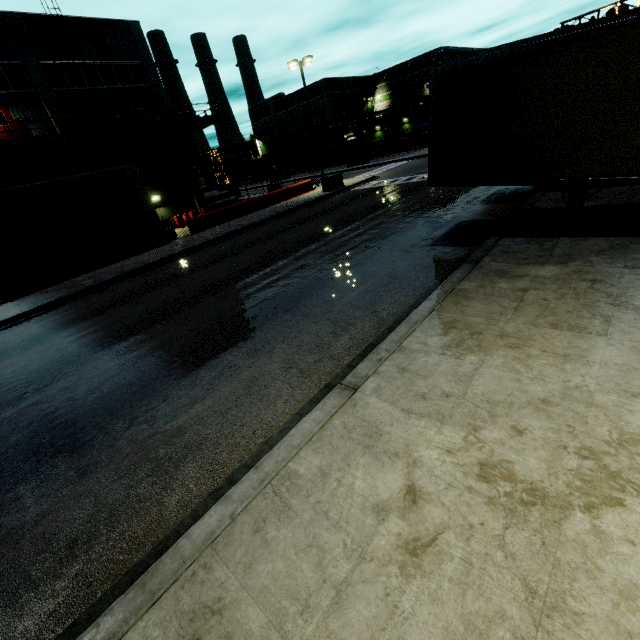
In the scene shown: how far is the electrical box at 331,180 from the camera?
26.5 meters

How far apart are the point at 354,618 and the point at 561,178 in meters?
9.0 m

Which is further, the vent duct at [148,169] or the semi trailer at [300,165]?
the semi trailer at [300,165]

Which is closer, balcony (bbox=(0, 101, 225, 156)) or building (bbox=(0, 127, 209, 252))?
building (bbox=(0, 127, 209, 252))

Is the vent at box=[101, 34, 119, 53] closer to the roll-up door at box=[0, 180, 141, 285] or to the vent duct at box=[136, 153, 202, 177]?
the vent duct at box=[136, 153, 202, 177]

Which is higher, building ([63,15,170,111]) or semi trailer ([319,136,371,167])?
building ([63,15,170,111])

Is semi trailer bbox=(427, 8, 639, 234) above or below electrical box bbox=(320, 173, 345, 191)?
above

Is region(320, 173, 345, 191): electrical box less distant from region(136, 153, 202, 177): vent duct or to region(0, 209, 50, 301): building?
region(0, 209, 50, 301): building
